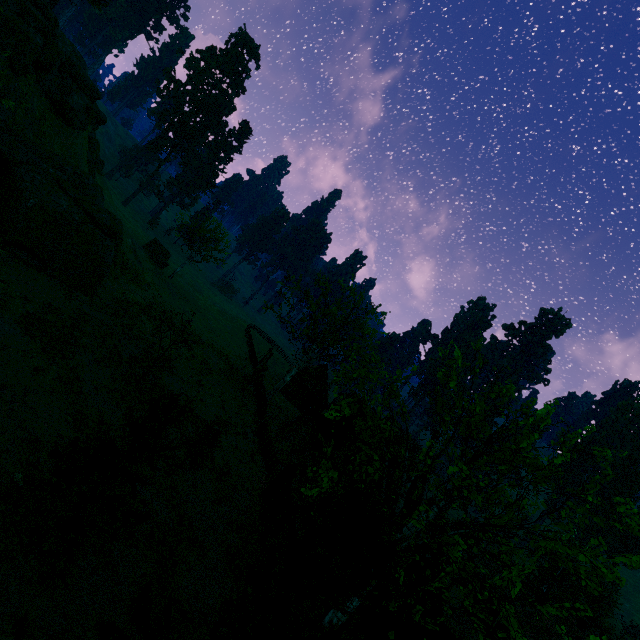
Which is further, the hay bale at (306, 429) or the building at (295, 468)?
the hay bale at (306, 429)

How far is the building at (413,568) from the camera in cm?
1434

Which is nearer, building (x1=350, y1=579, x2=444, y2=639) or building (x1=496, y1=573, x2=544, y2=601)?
Result: building (x1=350, y1=579, x2=444, y2=639)

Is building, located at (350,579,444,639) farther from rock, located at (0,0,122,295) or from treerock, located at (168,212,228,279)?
rock, located at (0,0,122,295)

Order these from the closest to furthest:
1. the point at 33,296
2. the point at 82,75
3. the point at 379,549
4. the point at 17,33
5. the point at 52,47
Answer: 1. the point at 379,549
2. the point at 33,296
3. the point at 17,33
4. the point at 52,47
5. the point at 82,75

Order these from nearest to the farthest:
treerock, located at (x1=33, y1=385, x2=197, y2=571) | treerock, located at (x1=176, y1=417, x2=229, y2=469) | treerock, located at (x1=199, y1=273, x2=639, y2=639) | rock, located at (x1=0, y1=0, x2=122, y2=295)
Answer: treerock, located at (x1=199, y1=273, x2=639, y2=639) < treerock, located at (x1=33, y1=385, x2=197, y2=571) < treerock, located at (x1=176, y1=417, x2=229, y2=469) < rock, located at (x1=0, y1=0, x2=122, y2=295)

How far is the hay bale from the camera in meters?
31.4 m

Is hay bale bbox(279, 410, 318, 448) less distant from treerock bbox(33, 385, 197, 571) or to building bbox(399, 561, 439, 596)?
building bbox(399, 561, 439, 596)
